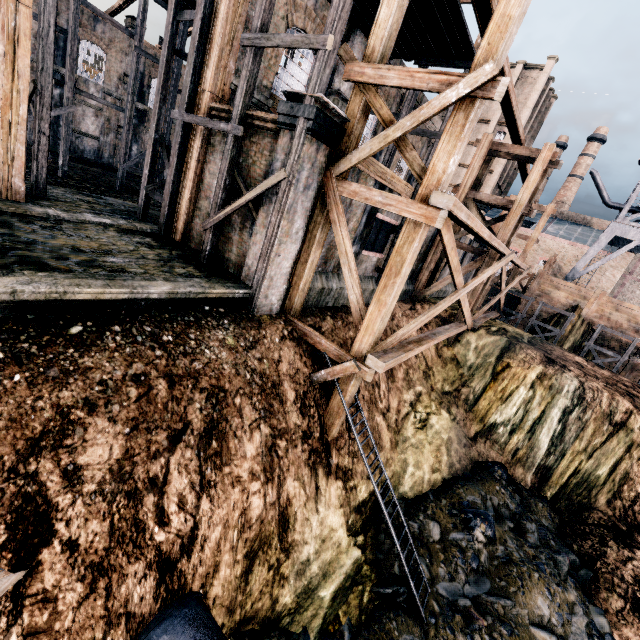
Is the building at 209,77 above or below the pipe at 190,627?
above

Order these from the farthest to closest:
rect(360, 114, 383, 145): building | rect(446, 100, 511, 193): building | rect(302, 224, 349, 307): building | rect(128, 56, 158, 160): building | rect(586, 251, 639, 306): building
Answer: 1. rect(446, 100, 511, 193): building
2. rect(586, 251, 639, 306): building
3. rect(128, 56, 158, 160): building
4. rect(360, 114, 383, 145): building
5. rect(302, 224, 349, 307): building

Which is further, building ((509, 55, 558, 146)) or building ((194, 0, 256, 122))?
building ((509, 55, 558, 146))

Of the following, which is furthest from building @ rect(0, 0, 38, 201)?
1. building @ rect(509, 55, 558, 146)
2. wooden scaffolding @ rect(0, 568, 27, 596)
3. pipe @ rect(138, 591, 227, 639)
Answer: building @ rect(509, 55, 558, 146)

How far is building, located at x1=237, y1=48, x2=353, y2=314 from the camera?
8.77m

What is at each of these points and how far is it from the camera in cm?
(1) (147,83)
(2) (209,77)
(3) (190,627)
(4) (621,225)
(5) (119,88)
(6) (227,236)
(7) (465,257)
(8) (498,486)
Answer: (1) building, 3172
(2) building, 1118
(3) pipe, 626
(4) water tower, 3033
(5) building, 3031
(6) building, 1161
(7) building, 2914
(8) stone debris, 1527

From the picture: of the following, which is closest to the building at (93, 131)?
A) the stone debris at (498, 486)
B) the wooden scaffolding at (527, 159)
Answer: the wooden scaffolding at (527, 159)
